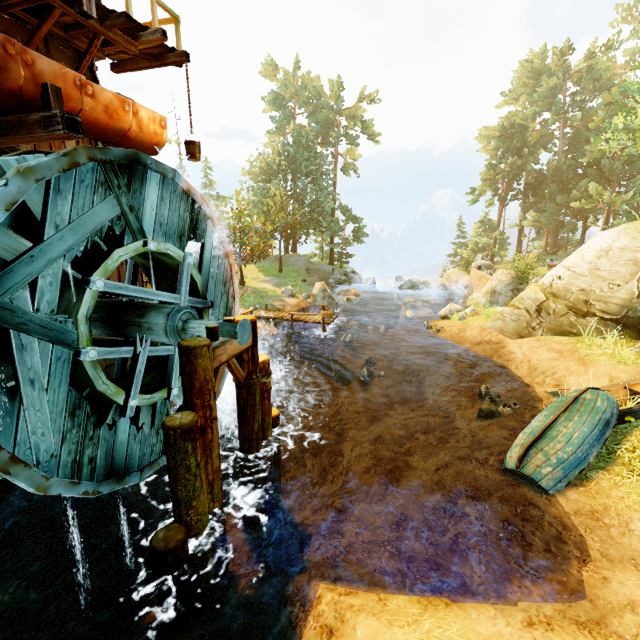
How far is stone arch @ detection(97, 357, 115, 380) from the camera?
7.6m

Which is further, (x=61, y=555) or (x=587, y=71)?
(x=587, y=71)

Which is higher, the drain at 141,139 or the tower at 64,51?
the tower at 64,51

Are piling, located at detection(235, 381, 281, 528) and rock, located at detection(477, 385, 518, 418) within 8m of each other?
yes

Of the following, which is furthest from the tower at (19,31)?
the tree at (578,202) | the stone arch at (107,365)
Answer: the tree at (578,202)

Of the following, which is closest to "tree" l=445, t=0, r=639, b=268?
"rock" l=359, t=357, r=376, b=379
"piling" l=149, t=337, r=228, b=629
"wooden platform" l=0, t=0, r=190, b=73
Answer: "rock" l=359, t=357, r=376, b=379

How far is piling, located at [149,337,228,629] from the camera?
4.9 meters

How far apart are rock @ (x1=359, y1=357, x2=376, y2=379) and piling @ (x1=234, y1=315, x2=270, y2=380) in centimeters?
776cm
